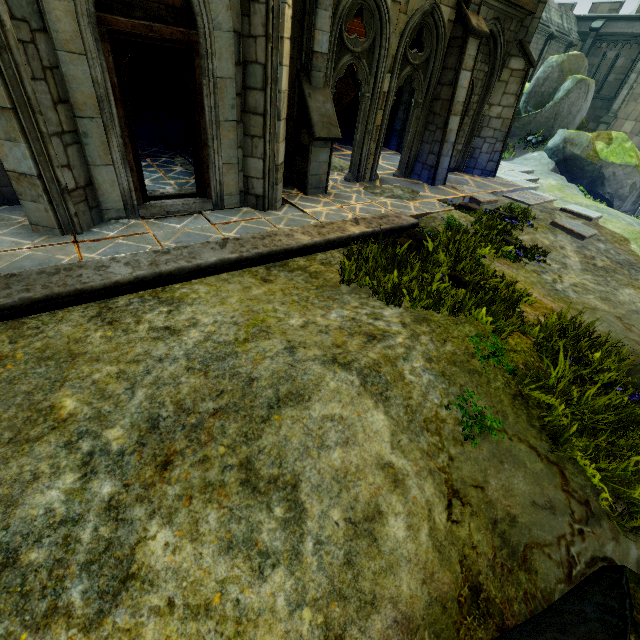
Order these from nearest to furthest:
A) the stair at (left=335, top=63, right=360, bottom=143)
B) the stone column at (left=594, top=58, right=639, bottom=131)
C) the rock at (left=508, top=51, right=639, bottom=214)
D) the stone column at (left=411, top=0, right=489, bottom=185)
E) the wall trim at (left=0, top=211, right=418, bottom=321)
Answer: the wall trim at (left=0, top=211, right=418, bottom=321), the stone column at (left=411, top=0, right=489, bottom=185), the stair at (left=335, top=63, right=360, bottom=143), the rock at (left=508, top=51, right=639, bottom=214), the stone column at (left=594, top=58, right=639, bottom=131)

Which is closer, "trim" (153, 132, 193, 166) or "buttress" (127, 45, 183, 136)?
"trim" (153, 132, 193, 166)

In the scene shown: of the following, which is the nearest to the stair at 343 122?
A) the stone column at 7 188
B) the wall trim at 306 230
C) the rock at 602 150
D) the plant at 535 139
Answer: the rock at 602 150

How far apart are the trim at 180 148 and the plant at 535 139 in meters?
18.1 m

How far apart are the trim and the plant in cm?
1813

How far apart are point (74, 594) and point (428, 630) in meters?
2.4

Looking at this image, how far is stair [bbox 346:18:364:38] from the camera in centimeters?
1641cm

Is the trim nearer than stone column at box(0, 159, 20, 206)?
No
